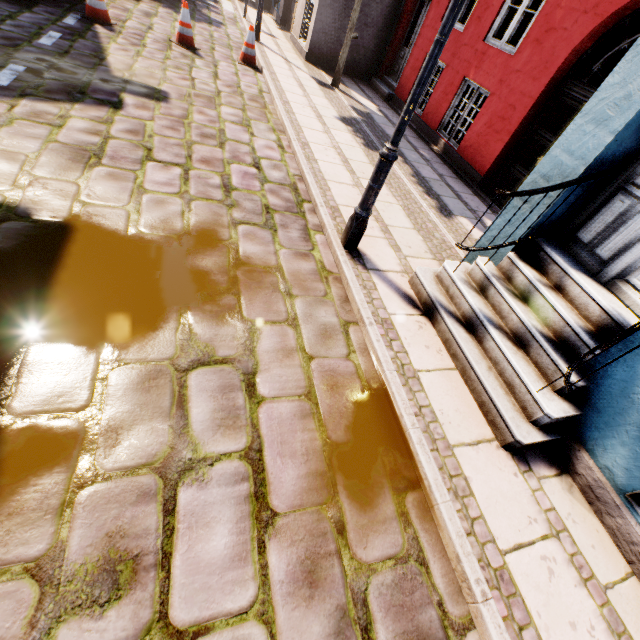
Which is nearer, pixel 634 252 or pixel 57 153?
pixel 634 252

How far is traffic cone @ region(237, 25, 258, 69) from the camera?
7.6 meters

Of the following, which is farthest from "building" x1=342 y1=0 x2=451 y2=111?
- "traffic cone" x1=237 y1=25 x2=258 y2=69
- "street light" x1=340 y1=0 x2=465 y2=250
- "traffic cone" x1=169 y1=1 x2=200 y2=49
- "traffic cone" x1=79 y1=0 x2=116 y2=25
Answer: "traffic cone" x1=79 y1=0 x2=116 y2=25

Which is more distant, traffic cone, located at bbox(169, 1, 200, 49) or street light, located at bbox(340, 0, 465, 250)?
traffic cone, located at bbox(169, 1, 200, 49)

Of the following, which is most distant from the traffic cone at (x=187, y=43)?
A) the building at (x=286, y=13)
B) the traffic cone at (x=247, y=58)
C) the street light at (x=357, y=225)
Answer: the street light at (x=357, y=225)

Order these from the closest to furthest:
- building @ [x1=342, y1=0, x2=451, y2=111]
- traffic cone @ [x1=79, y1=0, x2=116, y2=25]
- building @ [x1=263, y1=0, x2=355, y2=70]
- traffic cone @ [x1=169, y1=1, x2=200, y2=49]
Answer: traffic cone @ [x1=79, y1=0, x2=116, y2=25] < traffic cone @ [x1=169, y1=1, x2=200, y2=49] < building @ [x1=342, y1=0, x2=451, y2=111] < building @ [x1=263, y1=0, x2=355, y2=70]

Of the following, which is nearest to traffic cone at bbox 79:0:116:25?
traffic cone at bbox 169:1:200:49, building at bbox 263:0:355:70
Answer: traffic cone at bbox 169:1:200:49

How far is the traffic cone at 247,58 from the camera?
7.6m
